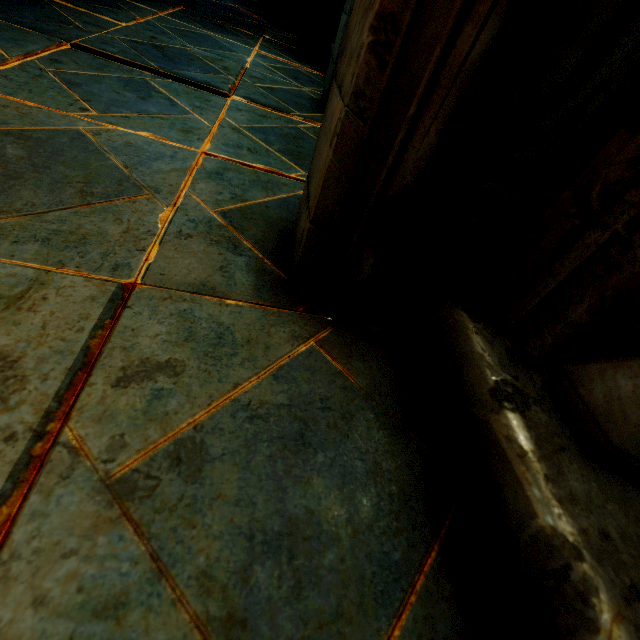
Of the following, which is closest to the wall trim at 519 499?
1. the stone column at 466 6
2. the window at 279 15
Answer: the stone column at 466 6

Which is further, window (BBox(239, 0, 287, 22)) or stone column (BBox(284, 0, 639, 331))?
window (BBox(239, 0, 287, 22))

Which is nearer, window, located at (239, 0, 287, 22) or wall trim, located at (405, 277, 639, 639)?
wall trim, located at (405, 277, 639, 639)

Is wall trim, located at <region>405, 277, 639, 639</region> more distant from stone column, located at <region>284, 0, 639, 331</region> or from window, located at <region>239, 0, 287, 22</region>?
window, located at <region>239, 0, 287, 22</region>

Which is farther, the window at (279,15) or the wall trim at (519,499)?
the window at (279,15)

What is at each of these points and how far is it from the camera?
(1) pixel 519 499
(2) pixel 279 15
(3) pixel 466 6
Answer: (1) wall trim, 0.6m
(2) window, 6.6m
(3) stone column, 0.6m

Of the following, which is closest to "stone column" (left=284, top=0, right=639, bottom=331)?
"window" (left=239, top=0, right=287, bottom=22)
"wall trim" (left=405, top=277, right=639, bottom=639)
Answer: "wall trim" (left=405, top=277, right=639, bottom=639)
